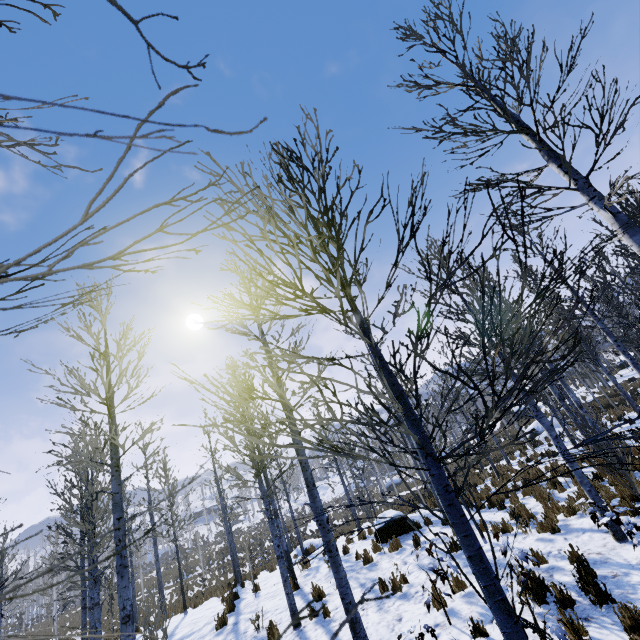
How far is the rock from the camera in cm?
1199

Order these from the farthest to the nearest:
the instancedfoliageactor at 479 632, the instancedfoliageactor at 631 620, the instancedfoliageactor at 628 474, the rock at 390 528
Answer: the rock at 390 528, the instancedfoliageactor at 479 632, the instancedfoliageactor at 631 620, the instancedfoliageactor at 628 474

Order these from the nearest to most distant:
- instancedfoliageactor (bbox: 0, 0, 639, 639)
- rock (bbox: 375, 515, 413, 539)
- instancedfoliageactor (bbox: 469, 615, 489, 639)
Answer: instancedfoliageactor (bbox: 0, 0, 639, 639) → instancedfoliageactor (bbox: 469, 615, 489, 639) → rock (bbox: 375, 515, 413, 539)

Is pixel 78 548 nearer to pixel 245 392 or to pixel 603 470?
pixel 245 392

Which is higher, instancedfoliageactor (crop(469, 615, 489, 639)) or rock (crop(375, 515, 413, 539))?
rock (crop(375, 515, 413, 539))

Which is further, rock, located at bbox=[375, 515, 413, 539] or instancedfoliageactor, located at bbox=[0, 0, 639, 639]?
rock, located at bbox=[375, 515, 413, 539]

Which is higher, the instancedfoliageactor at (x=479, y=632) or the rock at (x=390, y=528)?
the rock at (x=390, y=528)
